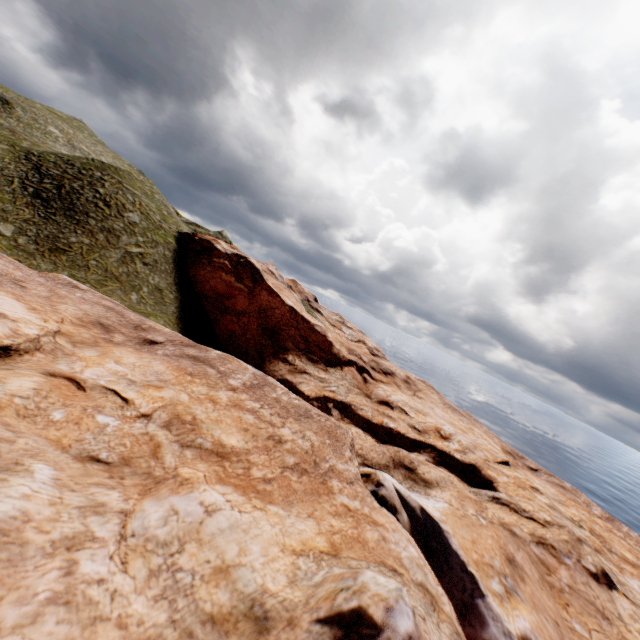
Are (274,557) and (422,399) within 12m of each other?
no
